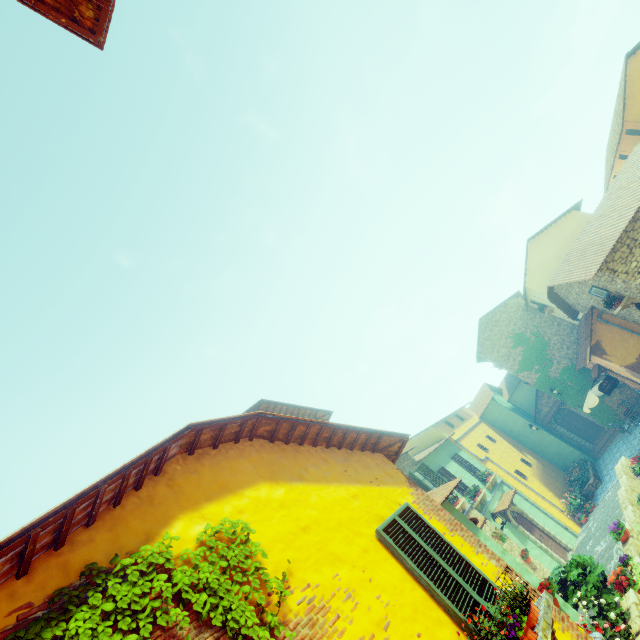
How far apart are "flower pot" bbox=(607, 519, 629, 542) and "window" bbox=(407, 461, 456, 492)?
5.71m

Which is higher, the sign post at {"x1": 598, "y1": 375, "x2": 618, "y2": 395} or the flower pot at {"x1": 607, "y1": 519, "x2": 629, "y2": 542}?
the sign post at {"x1": 598, "y1": 375, "x2": 618, "y2": 395}

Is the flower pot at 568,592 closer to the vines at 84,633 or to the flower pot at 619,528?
the flower pot at 619,528

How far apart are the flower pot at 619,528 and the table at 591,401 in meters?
13.0

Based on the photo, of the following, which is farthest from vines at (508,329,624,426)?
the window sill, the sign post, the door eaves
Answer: the window sill

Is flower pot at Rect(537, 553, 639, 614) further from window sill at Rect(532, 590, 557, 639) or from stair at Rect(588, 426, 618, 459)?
stair at Rect(588, 426, 618, 459)

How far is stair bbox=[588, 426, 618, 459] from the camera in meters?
22.4 m

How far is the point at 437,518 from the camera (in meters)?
5.60
